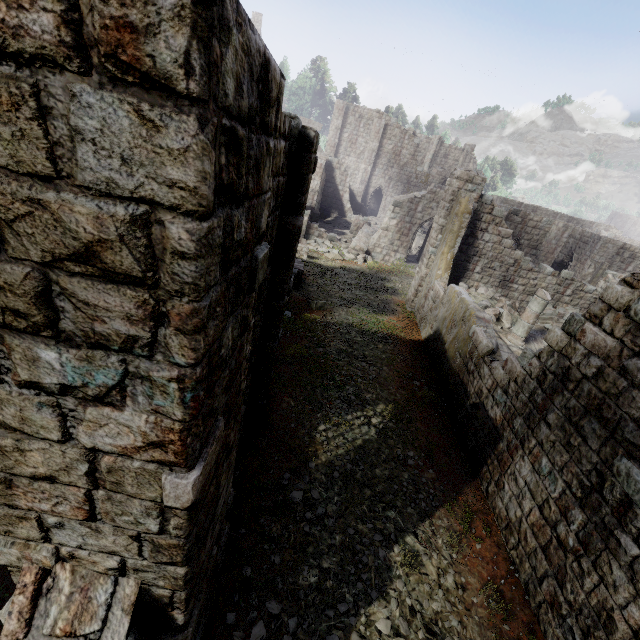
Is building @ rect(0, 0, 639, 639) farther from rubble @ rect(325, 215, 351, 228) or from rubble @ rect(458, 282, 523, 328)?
rubble @ rect(325, 215, 351, 228)

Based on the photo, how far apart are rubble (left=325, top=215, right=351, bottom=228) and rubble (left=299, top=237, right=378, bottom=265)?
7.8 meters

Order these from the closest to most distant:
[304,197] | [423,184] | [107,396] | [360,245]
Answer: [107,396]
[304,197]
[360,245]
[423,184]

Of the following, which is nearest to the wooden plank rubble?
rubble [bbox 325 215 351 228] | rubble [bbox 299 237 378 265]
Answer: rubble [bbox 299 237 378 265]

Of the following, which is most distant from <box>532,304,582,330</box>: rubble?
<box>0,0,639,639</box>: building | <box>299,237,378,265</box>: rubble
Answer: <box>299,237,378,265</box>: rubble

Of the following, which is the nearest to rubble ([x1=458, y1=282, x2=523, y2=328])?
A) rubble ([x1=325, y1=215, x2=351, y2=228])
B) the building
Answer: the building

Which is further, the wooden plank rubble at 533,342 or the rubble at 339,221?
the rubble at 339,221

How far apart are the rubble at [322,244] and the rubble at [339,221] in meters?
7.8 m
